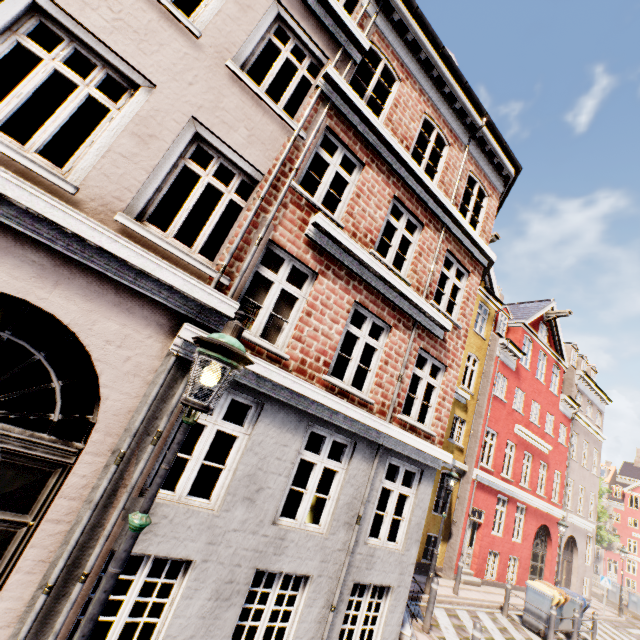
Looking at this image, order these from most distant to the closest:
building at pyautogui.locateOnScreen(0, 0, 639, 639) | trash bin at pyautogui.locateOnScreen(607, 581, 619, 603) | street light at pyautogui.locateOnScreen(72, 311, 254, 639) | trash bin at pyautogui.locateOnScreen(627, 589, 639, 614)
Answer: trash bin at pyautogui.locateOnScreen(607, 581, 619, 603)
trash bin at pyautogui.locateOnScreen(627, 589, 639, 614)
building at pyautogui.locateOnScreen(0, 0, 639, 639)
street light at pyautogui.locateOnScreen(72, 311, 254, 639)

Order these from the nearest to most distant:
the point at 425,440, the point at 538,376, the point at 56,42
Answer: the point at 425,440 < the point at 56,42 < the point at 538,376

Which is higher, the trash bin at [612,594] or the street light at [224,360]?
the street light at [224,360]

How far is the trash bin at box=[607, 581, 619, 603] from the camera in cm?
2578

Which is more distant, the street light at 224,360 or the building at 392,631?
the building at 392,631

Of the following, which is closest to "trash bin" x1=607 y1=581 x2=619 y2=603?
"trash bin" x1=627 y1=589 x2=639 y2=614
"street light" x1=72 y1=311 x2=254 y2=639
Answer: "trash bin" x1=627 y1=589 x2=639 y2=614

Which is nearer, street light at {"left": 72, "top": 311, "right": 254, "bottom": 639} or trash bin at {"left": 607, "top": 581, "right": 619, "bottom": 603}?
street light at {"left": 72, "top": 311, "right": 254, "bottom": 639}
